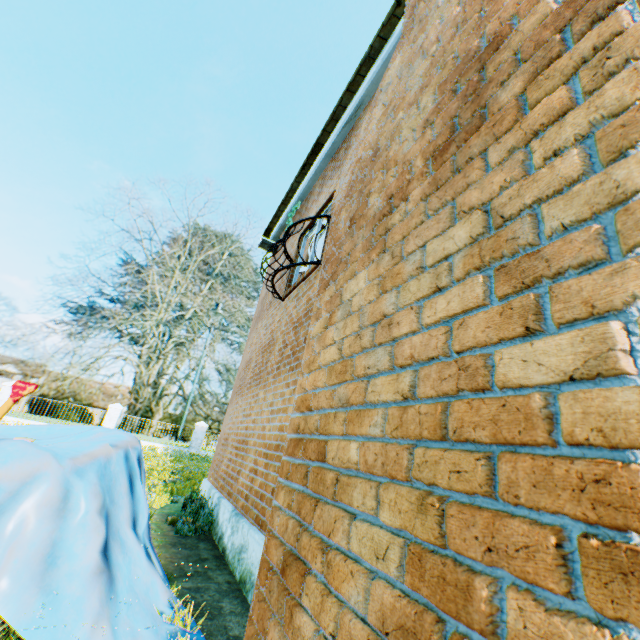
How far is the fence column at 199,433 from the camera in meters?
22.2

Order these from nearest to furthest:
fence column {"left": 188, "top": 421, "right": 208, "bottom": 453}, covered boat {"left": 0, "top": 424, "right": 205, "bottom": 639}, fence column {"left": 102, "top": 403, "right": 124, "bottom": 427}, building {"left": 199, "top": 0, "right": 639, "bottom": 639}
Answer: building {"left": 199, "top": 0, "right": 639, "bottom": 639} < covered boat {"left": 0, "top": 424, "right": 205, "bottom": 639} < fence column {"left": 102, "top": 403, "right": 124, "bottom": 427} < fence column {"left": 188, "top": 421, "right": 208, "bottom": 453}

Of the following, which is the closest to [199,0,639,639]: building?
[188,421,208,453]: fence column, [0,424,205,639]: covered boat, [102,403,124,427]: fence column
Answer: [0,424,205,639]: covered boat

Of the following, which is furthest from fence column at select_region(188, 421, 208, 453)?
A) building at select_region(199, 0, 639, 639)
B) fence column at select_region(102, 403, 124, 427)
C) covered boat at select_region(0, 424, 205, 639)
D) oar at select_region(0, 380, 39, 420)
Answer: oar at select_region(0, 380, 39, 420)

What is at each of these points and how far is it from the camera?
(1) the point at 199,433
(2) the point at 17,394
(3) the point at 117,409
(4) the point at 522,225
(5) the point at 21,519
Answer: (1) fence column, 22.64m
(2) oar, 2.30m
(3) fence column, 20.94m
(4) building, 0.96m
(5) covered boat, 1.95m

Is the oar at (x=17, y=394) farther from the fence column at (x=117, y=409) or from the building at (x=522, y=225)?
the fence column at (x=117, y=409)

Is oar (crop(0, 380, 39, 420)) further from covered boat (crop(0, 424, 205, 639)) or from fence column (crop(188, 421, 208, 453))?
fence column (crop(188, 421, 208, 453))

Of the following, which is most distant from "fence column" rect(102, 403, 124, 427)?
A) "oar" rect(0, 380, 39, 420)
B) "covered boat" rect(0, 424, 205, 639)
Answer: "oar" rect(0, 380, 39, 420)
